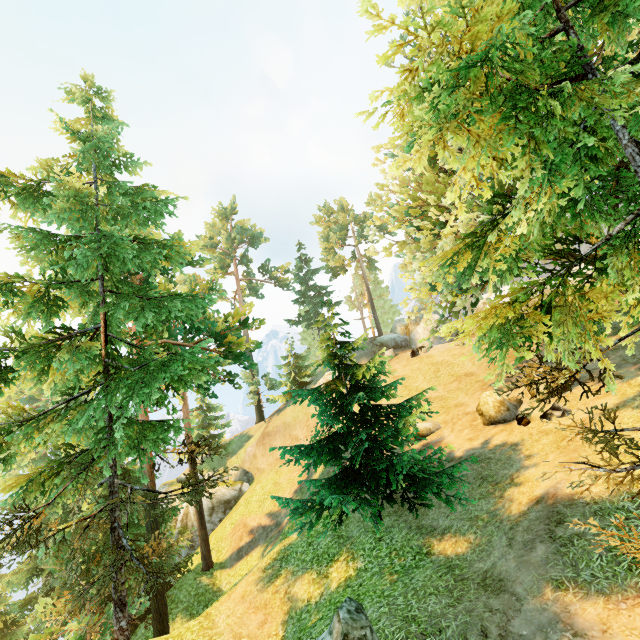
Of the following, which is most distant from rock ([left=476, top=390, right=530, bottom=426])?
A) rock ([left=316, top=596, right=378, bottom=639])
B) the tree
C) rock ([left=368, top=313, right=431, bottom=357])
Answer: rock ([left=368, top=313, right=431, bottom=357])

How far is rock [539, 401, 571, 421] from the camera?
11.5m

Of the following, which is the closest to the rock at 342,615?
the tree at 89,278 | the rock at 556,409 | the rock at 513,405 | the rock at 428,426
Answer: the tree at 89,278

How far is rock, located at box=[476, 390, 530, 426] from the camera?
13.0 meters

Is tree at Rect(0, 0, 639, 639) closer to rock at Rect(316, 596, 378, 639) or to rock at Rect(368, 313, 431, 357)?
rock at Rect(316, 596, 378, 639)

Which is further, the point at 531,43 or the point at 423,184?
the point at 423,184

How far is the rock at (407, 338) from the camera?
34.06m

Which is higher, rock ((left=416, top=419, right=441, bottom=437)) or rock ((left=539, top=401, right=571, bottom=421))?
rock ((left=539, top=401, right=571, bottom=421))
